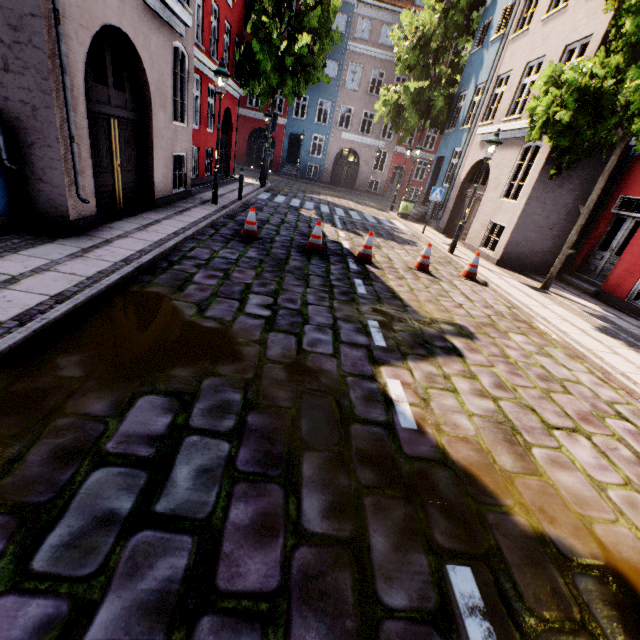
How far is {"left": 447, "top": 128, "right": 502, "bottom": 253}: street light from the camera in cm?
974

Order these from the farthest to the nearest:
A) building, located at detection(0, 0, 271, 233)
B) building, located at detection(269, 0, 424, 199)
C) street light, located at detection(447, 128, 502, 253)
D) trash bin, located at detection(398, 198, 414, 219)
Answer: building, located at detection(269, 0, 424, 199)
trash bin, located at detection(398, 198, 414, 219)
street light, located at detection(447, 128, 502, 253)
building, located at detection(0, 0, 271, 233)

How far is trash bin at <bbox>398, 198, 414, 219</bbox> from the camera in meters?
17.5 m

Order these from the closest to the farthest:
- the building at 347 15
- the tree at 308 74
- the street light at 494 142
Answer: the street light at 494 142 < the tree at 308 74 < the building at 347 15

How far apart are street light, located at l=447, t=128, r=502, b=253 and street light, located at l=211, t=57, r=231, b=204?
7.8 meters

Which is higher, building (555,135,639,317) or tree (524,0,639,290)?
tree (524,0,639,290)

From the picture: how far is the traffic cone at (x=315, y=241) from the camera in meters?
8.0

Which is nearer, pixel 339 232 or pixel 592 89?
pixel 592 89
